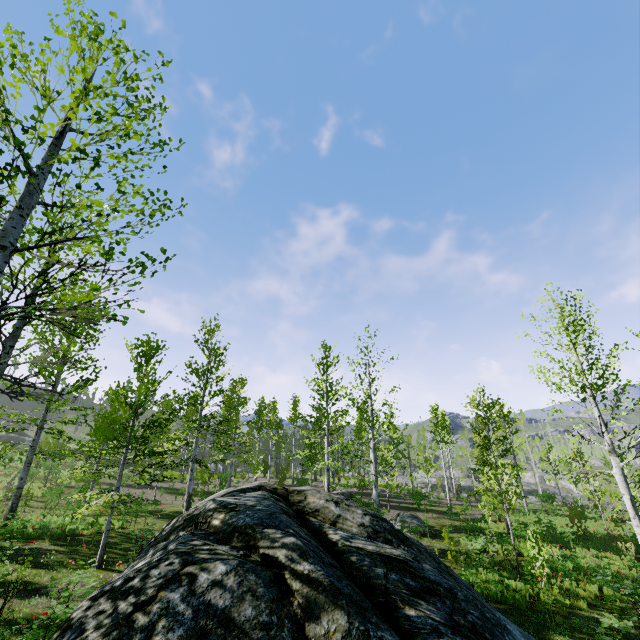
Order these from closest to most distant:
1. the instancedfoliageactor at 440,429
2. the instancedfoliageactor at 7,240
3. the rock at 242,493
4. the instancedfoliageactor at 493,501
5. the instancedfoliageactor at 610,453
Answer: the rock at 242,493 < the instancedfoliageactor at 7,240 < the instancedfoliageactor at 610,453 < the instancedfoliageactor at 493,501 < the instancedfoliageactor at 440,429

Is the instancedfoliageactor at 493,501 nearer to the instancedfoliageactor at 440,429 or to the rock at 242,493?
the rock at 242,493

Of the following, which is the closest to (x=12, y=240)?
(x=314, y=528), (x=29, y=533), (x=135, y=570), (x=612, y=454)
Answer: (x=135, y=570)

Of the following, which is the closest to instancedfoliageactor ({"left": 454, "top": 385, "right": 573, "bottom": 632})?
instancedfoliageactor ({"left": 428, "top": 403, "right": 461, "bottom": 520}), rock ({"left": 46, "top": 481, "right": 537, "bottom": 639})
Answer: rock ({"left": 46, "top": 481, "right": 537, "bottom": 639})
